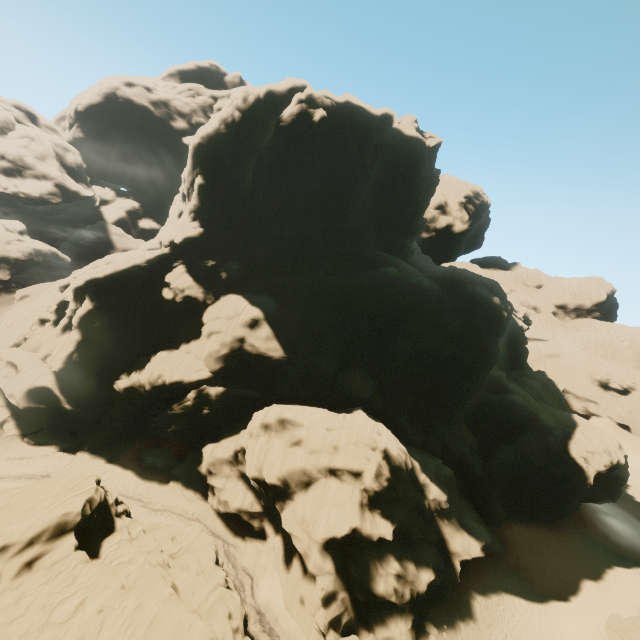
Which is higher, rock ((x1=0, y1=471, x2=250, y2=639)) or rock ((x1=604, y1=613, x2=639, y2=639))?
rock ((x1=0, y1=471, x2=250, y2=639))

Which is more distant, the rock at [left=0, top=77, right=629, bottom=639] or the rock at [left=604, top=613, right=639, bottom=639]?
the rock at [left=0, top=77, right=629, bottom=639]

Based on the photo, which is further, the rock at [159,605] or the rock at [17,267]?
the rock at [17,267]

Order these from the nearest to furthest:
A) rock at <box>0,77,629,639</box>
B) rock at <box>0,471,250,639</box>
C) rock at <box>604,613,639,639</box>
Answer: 1. rock at <box>0,471,250,639</box>
2. rock at <box>604,613,639,639</box>
3. rock at <box>0,77,629,639</box>

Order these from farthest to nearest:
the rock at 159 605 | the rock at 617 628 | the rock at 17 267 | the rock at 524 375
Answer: the rock at 17 267, the rock at 524 375, the rock at 617 628, the rock at 159 605

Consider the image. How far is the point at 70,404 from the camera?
Result: 33.91m
